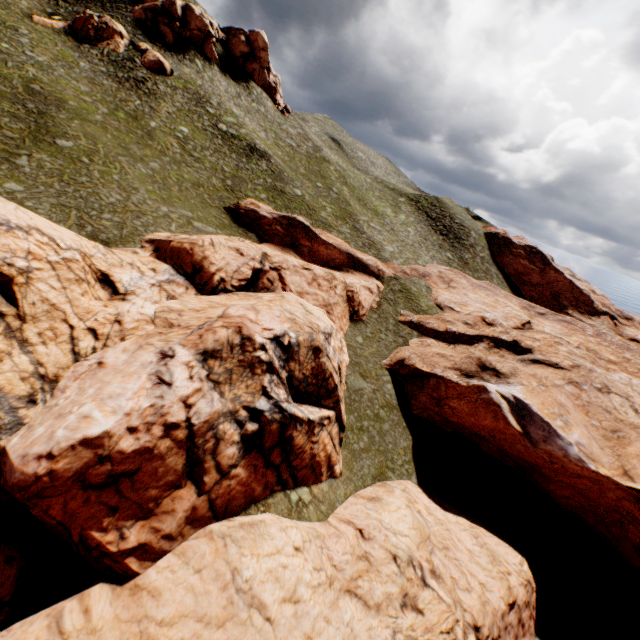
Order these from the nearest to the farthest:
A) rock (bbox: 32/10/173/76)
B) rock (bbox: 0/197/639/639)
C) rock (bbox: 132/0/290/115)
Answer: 1. rock (bbox: 0/197/639/639)
2. rock (bbox: 32/10/173/76)
3. rock (bbox: 132/0/290/115)

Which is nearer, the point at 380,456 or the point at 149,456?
the point at 149,456

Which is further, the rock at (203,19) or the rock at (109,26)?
the rock at (203,19)

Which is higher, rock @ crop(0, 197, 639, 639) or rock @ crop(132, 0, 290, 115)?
rock @ crop(132, 0, 290, 115)

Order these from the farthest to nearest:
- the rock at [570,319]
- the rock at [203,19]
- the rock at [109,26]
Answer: the rock at [203,19] → the rock at [109,26] → the rock at [570,319]

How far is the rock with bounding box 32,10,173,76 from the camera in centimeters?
3838cm

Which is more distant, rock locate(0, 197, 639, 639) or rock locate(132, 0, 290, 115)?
rock locate(132, 0, 290, 115)
